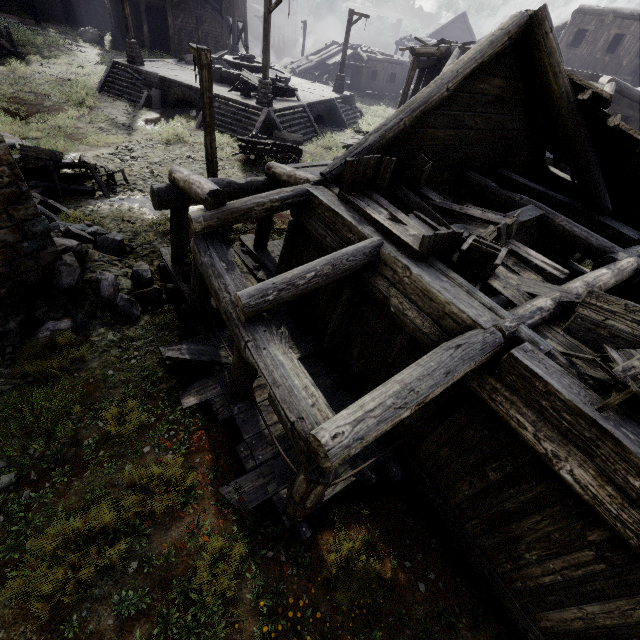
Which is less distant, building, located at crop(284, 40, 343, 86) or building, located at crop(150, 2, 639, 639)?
building, located at crop(150, 2, 639, 639)

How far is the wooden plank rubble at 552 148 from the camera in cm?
750

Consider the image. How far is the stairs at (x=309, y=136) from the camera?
17.61m

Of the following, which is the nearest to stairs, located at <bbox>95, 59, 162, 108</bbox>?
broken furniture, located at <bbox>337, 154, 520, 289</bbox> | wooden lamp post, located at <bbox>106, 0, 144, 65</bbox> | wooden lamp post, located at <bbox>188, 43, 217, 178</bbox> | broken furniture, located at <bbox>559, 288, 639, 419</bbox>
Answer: wooden lamp post, located at <bbox>106, 0, 144, 65</bbox>

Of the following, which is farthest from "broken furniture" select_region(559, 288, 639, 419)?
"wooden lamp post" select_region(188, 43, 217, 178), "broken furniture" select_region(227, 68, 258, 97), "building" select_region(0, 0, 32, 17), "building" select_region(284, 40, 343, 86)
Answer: "building" select_region(284, 40, 343, 86)

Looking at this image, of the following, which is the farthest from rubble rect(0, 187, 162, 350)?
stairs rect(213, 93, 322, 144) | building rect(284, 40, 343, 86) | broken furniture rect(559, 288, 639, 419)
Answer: building rect(284, 40, 343, 86)

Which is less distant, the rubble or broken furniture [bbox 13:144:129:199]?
the rubble

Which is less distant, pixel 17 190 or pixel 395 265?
pixel 395 265
